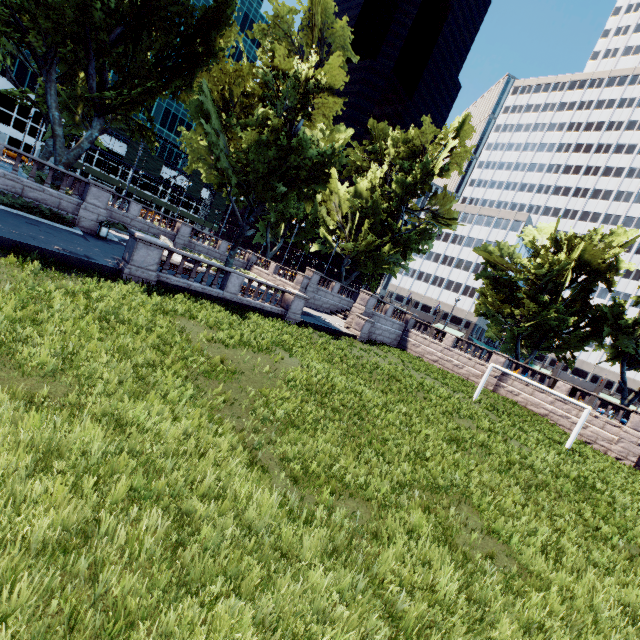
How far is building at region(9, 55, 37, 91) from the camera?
50.9 meters

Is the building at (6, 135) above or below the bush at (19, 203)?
above

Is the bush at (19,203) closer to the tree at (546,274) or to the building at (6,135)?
the tree at (546,274)

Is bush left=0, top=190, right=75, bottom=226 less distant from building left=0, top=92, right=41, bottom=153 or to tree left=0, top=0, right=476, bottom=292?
tree left=0, top=0, right=476, bottom=292

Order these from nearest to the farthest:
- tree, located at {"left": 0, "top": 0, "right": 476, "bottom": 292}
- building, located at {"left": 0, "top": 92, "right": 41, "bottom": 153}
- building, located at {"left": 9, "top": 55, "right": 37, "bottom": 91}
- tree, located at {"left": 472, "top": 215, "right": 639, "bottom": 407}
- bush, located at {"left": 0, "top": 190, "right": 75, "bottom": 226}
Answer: bush, located at {"left": 0, "top": 190, "right": 75, "bottom": 226}, tree, located at {"left": 0, "top": 0, "right": 476, "bottom": 292}, tree, located at {"left": 472, "top": 215, "right": 639, "bottom": 407}, building, located at {"left": 9, "top": 55, "right": 37, "bottom": 91}, building, located at {"left": 0, "top": 92, "right": 41, "bottom": 153}

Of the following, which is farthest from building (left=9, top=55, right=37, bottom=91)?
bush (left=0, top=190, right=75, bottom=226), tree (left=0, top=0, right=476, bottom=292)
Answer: bush (left=0, top=190, right=75, bottom=226)

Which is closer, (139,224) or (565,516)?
(565,516)
